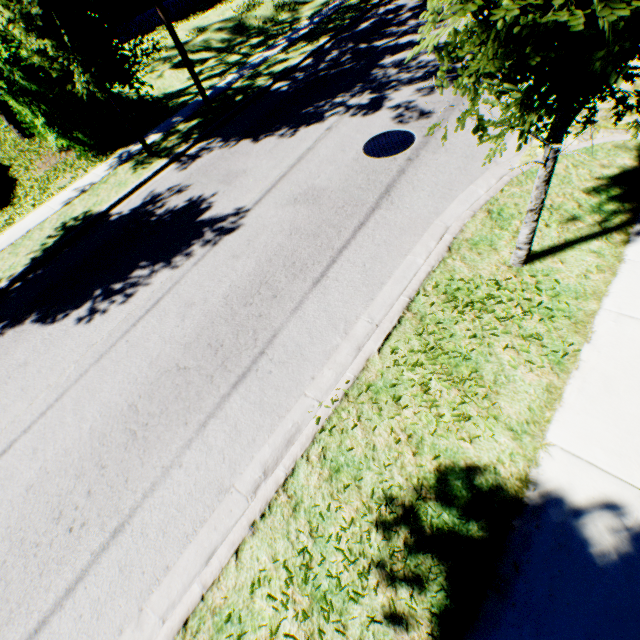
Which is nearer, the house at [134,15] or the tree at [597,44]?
the tree at [597,44]

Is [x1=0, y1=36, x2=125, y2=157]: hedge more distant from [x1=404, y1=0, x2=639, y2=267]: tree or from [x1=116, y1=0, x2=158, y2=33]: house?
[x1=116, y1=0, x2=158, y2=33]: house

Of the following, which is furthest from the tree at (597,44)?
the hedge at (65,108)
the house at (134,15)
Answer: the house at (134,15)

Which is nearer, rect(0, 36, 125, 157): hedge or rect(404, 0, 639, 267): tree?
rect(404, 0, 639, 267): tree

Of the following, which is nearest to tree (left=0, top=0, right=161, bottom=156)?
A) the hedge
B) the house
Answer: the hedge

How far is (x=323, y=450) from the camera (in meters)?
3.58
